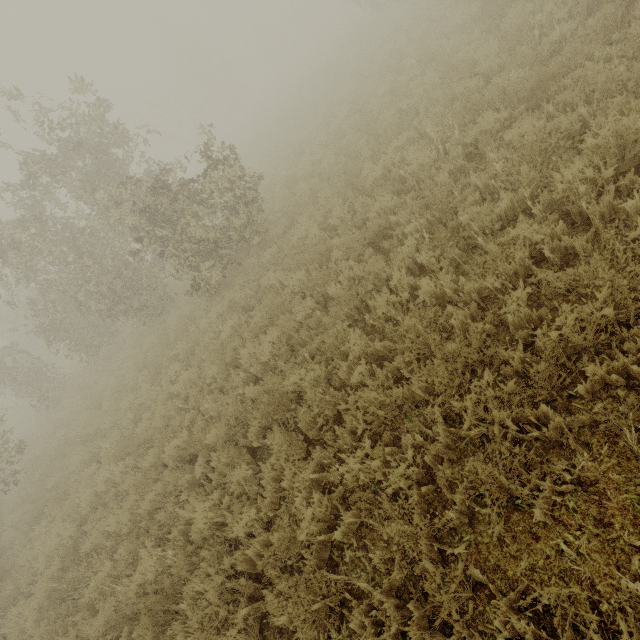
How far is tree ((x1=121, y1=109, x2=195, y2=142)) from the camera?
12.2 meters

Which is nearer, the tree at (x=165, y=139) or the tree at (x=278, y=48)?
the tree at (x=165, y=139)

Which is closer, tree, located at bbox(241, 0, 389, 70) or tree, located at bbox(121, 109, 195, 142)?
tree, located at bbox(121, 109, 195, 142)

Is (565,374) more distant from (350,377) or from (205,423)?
(205,423)

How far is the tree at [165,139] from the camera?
12.2 meters
